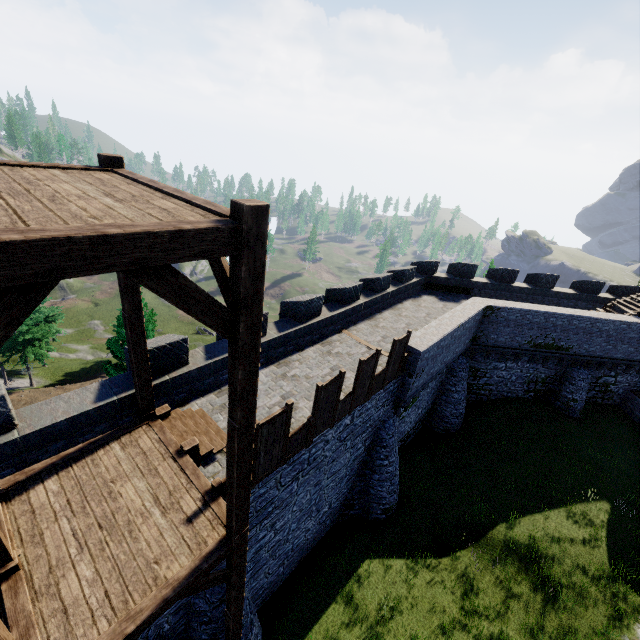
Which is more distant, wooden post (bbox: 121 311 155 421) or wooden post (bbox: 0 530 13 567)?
wooden post (bbox: 121 311 155 421)

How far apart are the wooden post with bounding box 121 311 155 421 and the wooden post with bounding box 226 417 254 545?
3.6m

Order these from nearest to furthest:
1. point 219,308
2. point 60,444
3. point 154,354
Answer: point 219,308
point 60,444
point 154,354

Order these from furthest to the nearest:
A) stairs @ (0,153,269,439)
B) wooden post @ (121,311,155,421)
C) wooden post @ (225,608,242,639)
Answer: wooden post @ (225,608,242,639) → wooden post @ (121,311,155,421) → stairs @ (0,153,269,439)

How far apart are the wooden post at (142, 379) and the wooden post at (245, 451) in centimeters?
359cm

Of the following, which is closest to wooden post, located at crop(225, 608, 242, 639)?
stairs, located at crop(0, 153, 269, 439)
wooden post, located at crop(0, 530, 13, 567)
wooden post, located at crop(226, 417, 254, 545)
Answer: stairs, located at crop(0, 153, 269, 439)

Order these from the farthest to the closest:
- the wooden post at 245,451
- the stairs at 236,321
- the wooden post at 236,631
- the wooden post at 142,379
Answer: the wooden post at 236,631 < the wooden post at 142,379 < the wooden post at 245,451 < the stairs at 236,321

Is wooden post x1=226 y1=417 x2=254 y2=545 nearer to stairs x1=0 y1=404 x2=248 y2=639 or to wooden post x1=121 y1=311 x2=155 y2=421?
stairs x1=0 y1=404 x2=248 y2=639
